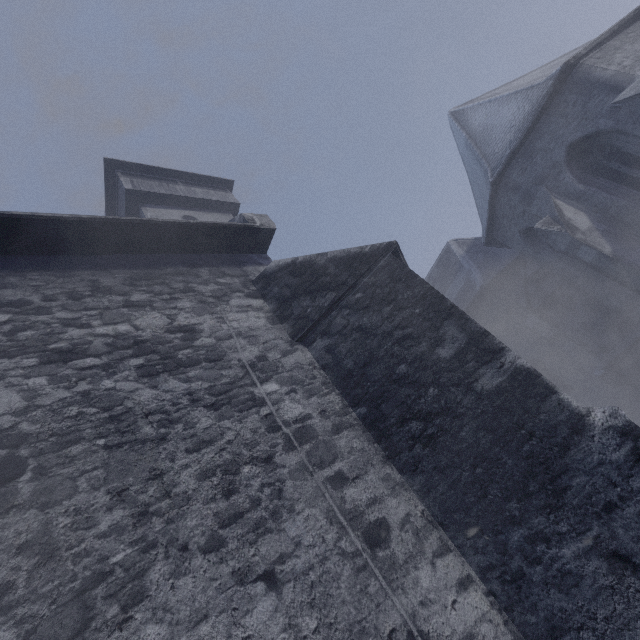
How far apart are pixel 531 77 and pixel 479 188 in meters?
3.2 m
